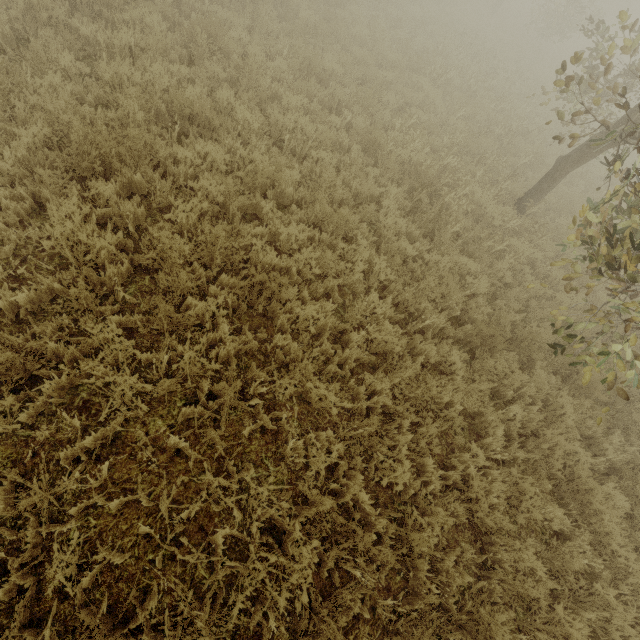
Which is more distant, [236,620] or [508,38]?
[508,38]
